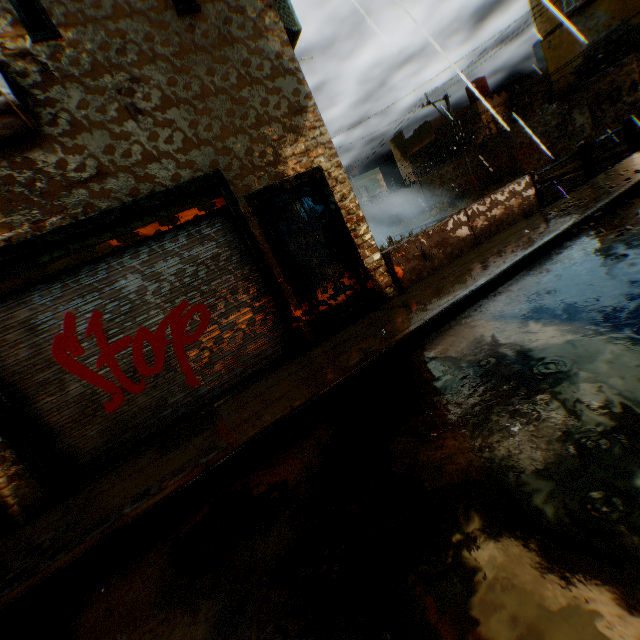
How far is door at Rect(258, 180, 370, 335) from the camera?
5.74m

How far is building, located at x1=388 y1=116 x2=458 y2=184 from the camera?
28.56m

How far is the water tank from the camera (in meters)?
1.45

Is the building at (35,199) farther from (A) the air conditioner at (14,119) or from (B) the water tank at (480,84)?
(B) the water tank at (480,84)

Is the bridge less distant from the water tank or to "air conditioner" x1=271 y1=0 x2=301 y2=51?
"air conditioner" x1=271 y1=0 x2=301 y2=51

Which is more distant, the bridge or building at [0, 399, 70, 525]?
the bridge

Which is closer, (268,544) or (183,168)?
(268,544)

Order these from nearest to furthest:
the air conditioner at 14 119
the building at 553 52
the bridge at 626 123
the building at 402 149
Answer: the air conditioner at 14 119 < the bridge at 626 123 < the building at 553 52 < the building at 402 149
